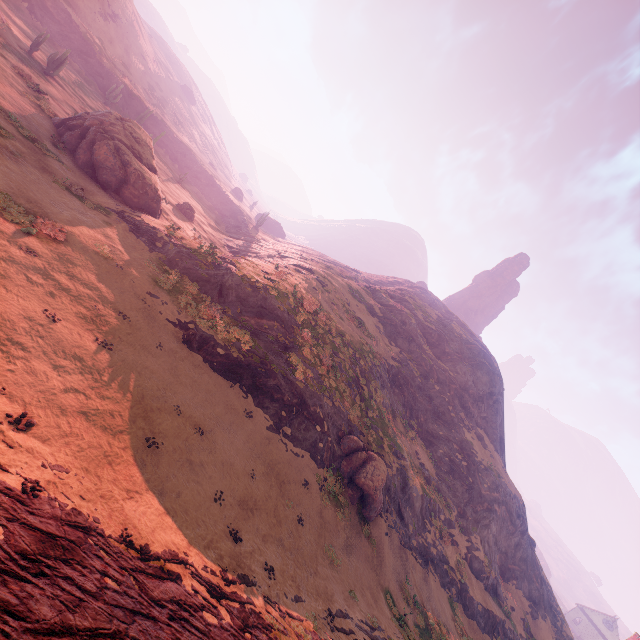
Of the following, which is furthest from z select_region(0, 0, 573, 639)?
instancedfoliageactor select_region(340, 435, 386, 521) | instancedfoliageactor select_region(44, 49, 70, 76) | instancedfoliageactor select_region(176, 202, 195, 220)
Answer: instancedfoliageactor select_region(176, 202, 195, 220)

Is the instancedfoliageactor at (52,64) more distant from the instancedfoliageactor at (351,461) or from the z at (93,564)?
the instancedfoliageactor at (351,461)

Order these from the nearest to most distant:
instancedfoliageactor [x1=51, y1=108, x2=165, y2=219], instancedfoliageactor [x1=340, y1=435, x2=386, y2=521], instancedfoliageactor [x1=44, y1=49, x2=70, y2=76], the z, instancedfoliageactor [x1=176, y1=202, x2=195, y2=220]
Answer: the z
instancedfoliageactor [x1=340, y1=435, x2=386, y2=521]
instancedfoliageactor [x1=51, y1=108, x2=165, y2=219]
instancedfoliageactor [x1=44, y1=49, x2=70, y2=76]
instancedfoliageactor [x1=176, y1=202, x2=195, y2=220]

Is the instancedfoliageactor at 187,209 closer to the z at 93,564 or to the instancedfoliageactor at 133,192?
the instancedfoliageactor at 133,192

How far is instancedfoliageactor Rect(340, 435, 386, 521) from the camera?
22.48m

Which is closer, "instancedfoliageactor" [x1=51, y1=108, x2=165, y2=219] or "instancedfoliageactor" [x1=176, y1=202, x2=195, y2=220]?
"instancedfoliageactor" [x1=51, y1=108, x2=165, y2=219]

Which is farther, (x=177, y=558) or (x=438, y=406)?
(x=438, y=406)

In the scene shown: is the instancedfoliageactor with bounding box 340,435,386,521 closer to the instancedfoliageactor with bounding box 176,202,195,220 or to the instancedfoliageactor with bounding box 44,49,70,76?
the instancedfoliageactor with bounding box 176,202,195,220
